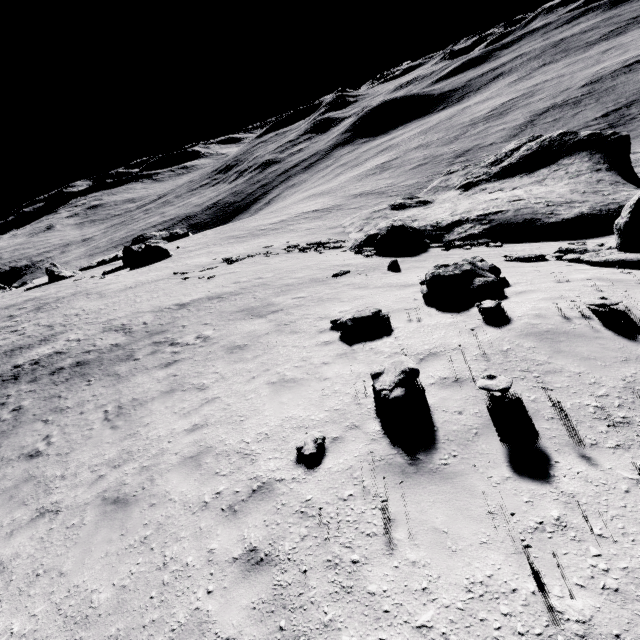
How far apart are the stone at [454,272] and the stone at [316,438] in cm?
556

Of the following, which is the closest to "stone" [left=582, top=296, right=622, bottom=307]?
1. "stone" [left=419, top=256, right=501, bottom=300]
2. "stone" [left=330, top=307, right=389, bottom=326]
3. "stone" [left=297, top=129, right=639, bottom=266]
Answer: "stone" [left=419, top=256, right=501, bottom=300]

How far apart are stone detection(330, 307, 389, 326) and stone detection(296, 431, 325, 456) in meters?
4.1 m

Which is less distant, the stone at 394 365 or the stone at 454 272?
the stone at 394 365

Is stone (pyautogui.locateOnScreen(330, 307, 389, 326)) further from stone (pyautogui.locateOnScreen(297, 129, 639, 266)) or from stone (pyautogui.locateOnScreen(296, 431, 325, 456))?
stone (pyautogui.locateOnScreen(297, 129, 639, 266))

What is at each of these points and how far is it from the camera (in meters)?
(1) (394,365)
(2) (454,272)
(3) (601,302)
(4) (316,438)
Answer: (1) stone, 6.11
(2) stone, 9.27
(3) stone, 6.32
(4) stone, 5.37

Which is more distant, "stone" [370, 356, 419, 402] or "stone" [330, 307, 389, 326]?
"stone" [330, 307, 389, 326]

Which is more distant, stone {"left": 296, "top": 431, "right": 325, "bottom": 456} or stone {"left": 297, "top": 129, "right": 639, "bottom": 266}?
stone {"left": 297, "top": 129, "right": 639, "bottom": 266}
